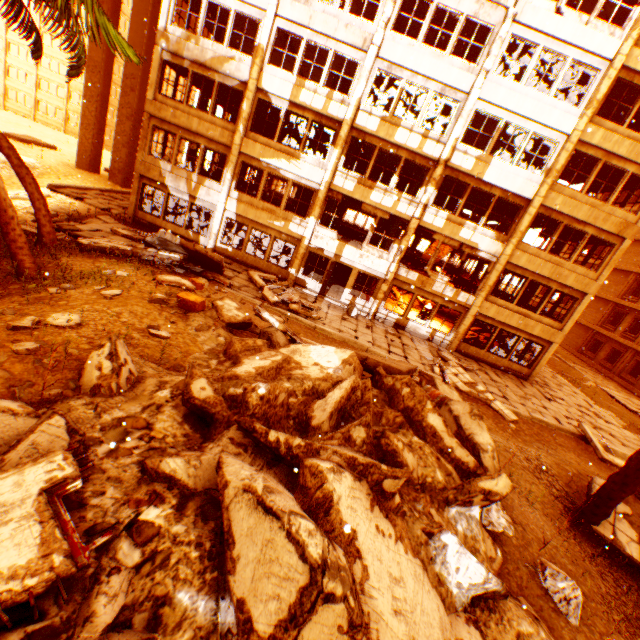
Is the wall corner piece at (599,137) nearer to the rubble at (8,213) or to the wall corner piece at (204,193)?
the rubble at (8,213)

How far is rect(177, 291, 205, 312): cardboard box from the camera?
9.1 meters

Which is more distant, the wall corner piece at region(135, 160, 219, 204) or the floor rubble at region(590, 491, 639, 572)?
the wall corner piece at region(135, 160, 219, 204)

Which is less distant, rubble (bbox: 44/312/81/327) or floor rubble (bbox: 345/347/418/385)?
rubble (bbox: 44/312/81/327)

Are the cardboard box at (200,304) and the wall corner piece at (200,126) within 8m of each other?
no

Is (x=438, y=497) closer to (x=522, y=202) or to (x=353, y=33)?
(x=522, y=202)

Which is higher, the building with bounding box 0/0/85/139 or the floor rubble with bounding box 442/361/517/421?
the building with bounding box 0/0/85/139

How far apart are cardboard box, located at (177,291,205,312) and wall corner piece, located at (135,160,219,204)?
10.0m
